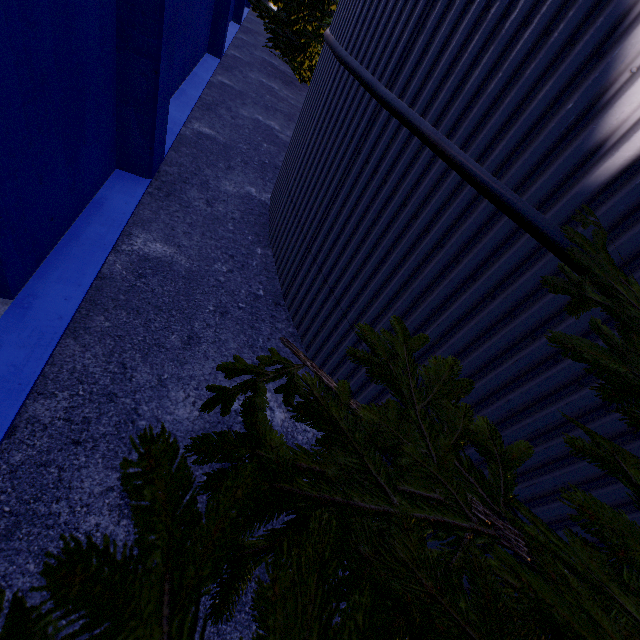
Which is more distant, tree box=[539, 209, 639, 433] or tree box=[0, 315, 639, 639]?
tree box=[539, 209, 639, 433]

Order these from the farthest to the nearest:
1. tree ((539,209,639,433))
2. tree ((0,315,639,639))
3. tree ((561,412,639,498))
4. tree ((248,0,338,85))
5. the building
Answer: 1. tree ((248,0,338,85))
2. the building
3. tree ((561,412,639,498))
4. tree ((539,209,639,433))
5. tree ((0,315,639,639))

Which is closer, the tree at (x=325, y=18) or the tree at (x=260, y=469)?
the tree at (x=260, y=469)

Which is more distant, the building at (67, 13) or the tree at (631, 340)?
the building at (67, 13)

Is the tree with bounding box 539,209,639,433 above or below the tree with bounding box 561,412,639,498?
above

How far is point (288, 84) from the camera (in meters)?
14.21
